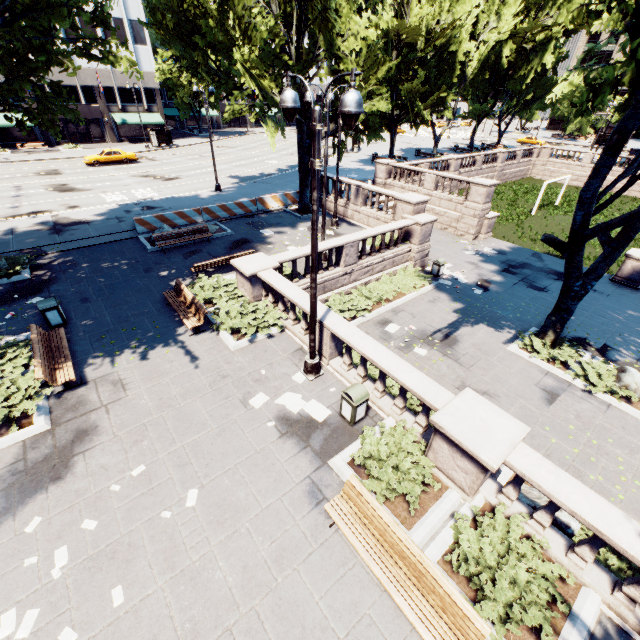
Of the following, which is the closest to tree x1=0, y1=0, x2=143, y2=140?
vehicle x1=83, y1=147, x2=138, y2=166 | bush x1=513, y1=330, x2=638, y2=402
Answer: bush x1=513, y1=330, x2=638, y2=402

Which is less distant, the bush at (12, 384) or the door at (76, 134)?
the bush at (12, 384)

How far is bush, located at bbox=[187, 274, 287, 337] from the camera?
11.4m

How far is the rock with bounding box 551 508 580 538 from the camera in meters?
7.1

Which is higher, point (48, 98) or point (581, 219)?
point (48, 98)

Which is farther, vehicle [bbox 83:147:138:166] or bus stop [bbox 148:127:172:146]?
bus stop [bbox 148:127:172:146]

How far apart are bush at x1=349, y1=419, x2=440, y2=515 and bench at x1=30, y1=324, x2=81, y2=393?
7.8 meters

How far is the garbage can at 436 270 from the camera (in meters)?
18.45
